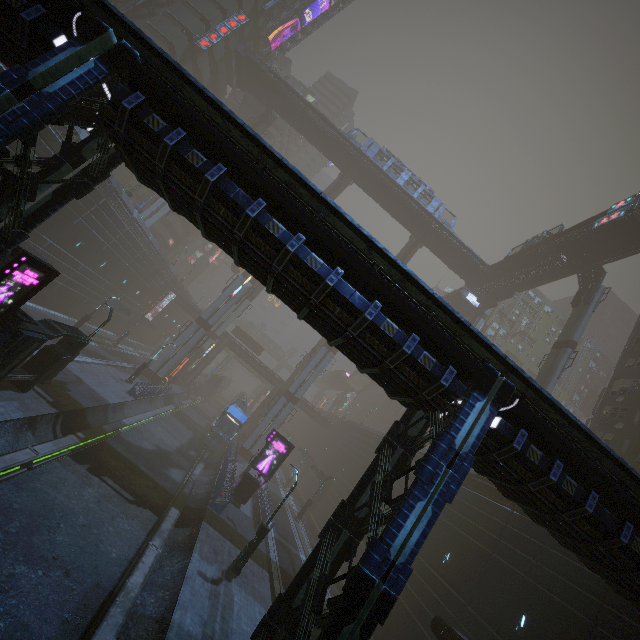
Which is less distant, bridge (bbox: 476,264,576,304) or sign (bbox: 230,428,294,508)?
sign (bbox: 230,428,294,508)

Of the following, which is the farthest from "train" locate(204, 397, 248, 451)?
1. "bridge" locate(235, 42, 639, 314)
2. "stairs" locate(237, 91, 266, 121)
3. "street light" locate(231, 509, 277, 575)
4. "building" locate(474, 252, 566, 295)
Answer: "building" locate(474, 252, 566, 295)

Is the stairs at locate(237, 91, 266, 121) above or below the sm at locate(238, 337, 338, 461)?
above

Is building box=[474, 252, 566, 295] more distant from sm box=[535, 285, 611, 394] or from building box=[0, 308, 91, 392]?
building box=[0, 308, 91, 392]

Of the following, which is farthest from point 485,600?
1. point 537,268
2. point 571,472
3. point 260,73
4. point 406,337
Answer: point 260,73

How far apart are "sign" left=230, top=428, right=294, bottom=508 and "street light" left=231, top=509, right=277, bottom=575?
7.92m

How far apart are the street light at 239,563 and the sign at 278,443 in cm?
792

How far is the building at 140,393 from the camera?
29.44m
